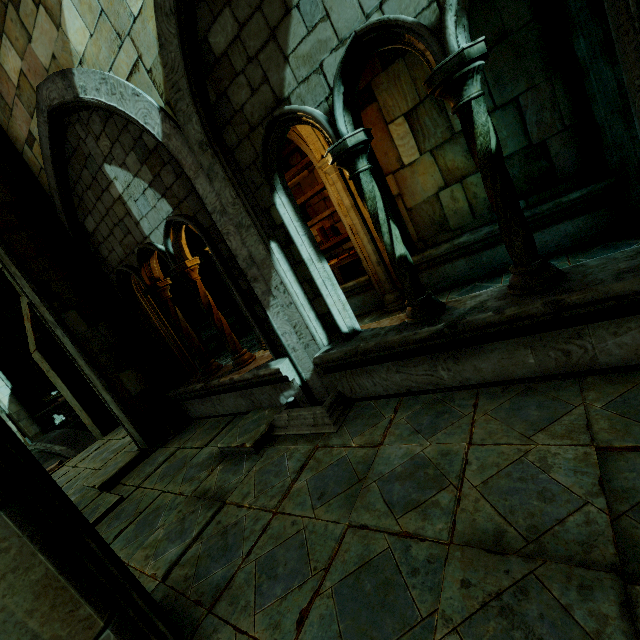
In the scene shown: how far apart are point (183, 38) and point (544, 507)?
4.8 meters

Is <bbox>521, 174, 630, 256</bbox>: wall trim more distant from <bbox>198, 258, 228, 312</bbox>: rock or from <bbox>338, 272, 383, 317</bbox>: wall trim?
<bbox>198, 258, 228, 312</bbox>: rock

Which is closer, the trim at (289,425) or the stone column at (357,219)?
the trim at (289,425)

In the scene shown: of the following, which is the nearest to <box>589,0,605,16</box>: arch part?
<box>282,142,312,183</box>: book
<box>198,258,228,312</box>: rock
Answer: <box>198,258,228,312</box>: rock

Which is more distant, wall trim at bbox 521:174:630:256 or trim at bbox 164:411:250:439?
trim at bbox 164:411:250:439

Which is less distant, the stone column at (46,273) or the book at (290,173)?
the stone column at (46,273)

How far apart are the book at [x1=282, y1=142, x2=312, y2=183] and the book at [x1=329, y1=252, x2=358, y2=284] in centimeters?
137cm

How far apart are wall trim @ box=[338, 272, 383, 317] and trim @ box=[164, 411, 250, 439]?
3.5m
